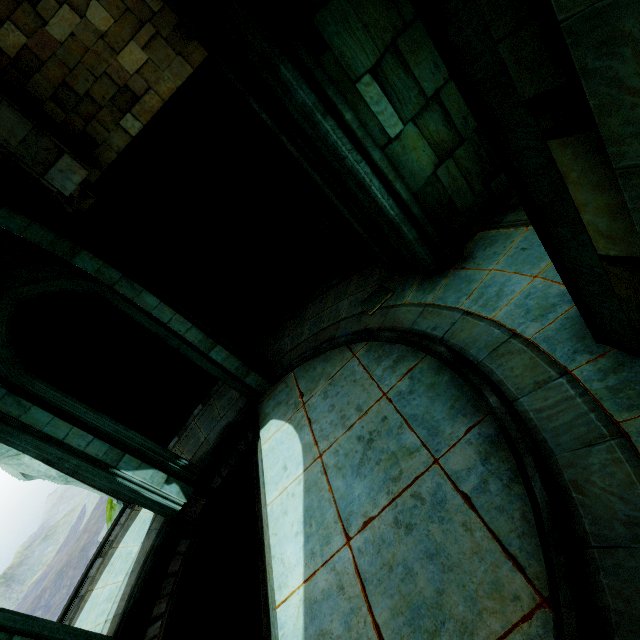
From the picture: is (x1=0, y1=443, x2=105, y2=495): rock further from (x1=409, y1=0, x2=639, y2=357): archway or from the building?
(x1=409, y1=0, x2=639, y2=357): archway

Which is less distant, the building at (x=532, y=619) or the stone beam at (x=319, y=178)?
the building at (x=532, y=619)

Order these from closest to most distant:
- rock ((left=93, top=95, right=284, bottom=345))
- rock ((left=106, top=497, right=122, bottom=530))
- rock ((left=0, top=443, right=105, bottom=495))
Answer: rock ((left=93, top=95, right=284, bottom=345)) < rock ((left=0, top=443, right=105, bottom=495)) < rock ((left=106, top=497, right=122, bottom=530))

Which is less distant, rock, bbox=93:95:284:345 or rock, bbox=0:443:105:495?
rock, bbox=93:95:284:345

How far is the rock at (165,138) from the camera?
7.7m

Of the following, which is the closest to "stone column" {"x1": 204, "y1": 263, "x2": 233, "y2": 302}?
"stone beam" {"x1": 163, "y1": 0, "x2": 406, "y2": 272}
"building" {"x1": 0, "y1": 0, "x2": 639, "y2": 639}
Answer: "building" {"x1": 0, "y1": 0, "x2": 639, "y2": 639}

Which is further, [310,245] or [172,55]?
[310,245]

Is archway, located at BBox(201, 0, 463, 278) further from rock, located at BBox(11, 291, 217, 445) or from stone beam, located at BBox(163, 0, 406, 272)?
rock, located at BBox(11, 291, 217, 445)
